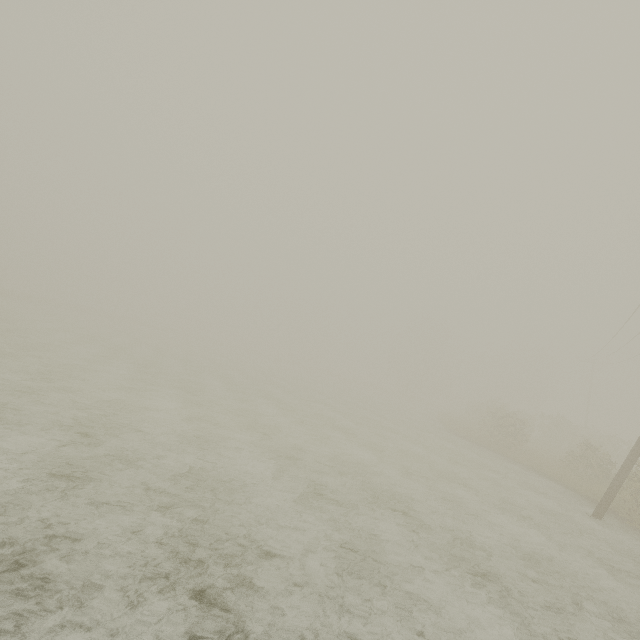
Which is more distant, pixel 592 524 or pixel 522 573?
pixel 592 524

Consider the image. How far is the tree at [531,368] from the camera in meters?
17.4

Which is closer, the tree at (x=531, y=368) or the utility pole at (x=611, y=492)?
the utility pole at (x=611, y=492)

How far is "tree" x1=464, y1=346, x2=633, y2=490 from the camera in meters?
17.4

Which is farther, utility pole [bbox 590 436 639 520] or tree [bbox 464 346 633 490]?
tree [bbox 464 346 633 490]
